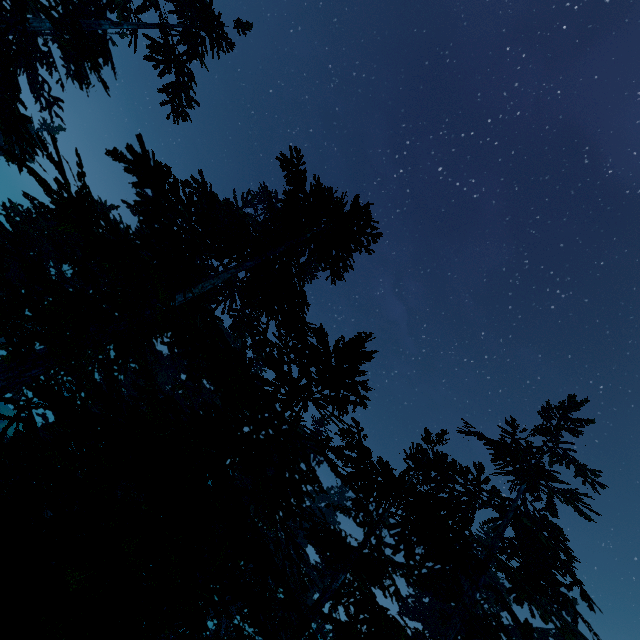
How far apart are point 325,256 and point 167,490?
10.4 meters
